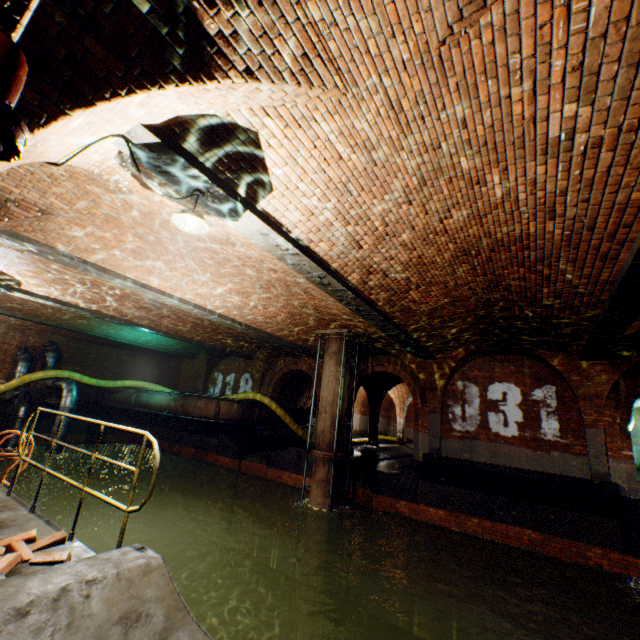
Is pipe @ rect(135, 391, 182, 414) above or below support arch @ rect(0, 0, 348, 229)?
below

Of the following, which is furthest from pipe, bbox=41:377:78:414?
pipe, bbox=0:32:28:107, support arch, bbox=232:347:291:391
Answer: pipe, bbox=0:32:28:107

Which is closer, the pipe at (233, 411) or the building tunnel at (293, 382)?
the pipe at (233, 411)

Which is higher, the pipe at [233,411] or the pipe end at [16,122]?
the pipe end at [16,122]

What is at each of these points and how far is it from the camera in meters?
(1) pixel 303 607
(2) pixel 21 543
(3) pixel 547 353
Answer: (1) pipe end, 9.5
(2) bricks, 3.3
(3) support arch, 10.7

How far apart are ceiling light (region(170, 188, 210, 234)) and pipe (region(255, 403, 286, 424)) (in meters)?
13.56

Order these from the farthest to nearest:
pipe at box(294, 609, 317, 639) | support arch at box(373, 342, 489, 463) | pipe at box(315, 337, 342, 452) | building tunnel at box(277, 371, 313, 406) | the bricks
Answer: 1. building tunnel at box(277, 371, 313, 406)
2. support arch at box(373, 342, 489, 463)
3. pipe at box(315, 337, 342, 452)
4. pipe at box(294, 609, 317, 639)
5. the bricks

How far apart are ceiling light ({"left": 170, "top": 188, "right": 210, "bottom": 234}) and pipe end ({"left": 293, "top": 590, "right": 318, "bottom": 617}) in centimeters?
1106cm
